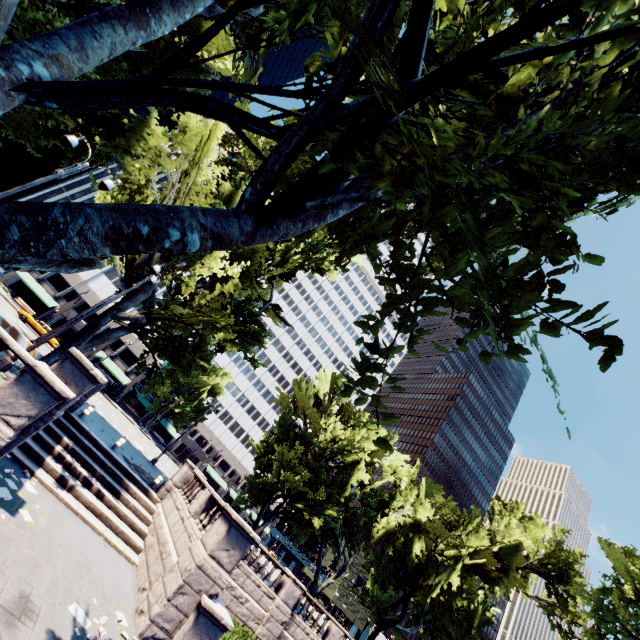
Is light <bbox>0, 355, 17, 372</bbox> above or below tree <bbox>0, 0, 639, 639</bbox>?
below

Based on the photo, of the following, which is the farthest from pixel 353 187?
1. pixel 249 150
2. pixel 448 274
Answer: pixel 249 150

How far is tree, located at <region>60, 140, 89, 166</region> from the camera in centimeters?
2117cm

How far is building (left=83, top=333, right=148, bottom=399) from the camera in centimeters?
5219cm

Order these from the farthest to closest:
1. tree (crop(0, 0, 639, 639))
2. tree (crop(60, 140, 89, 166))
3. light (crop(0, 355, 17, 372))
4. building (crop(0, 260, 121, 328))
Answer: building (crop(0, 260, 121, 328)) < tree (crop(60, 140, 89, 166)) < light (crop(0, 355, 17, 372)) < tree (crop(0, 0, 639, 639))

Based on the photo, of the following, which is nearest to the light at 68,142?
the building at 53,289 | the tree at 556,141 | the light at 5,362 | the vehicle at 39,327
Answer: the tree at 556,141

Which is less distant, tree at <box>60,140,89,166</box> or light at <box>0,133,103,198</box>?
light at <box>0,133,103,198</box>

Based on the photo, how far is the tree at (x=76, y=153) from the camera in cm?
2117
